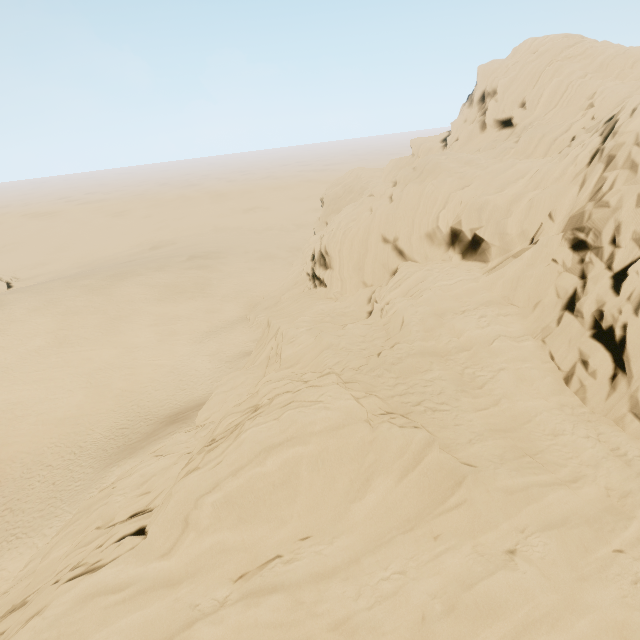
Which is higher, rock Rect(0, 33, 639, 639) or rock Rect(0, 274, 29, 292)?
rock Rect(0, 33, 639, 639)

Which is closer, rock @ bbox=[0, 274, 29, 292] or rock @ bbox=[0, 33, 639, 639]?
rock @ bbox=[0, 33, 639, 639]

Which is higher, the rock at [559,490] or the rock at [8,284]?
the rock at [559,490]

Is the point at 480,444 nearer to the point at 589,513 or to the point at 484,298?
the point at 589,513

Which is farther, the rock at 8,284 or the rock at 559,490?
the rock at 8,284
